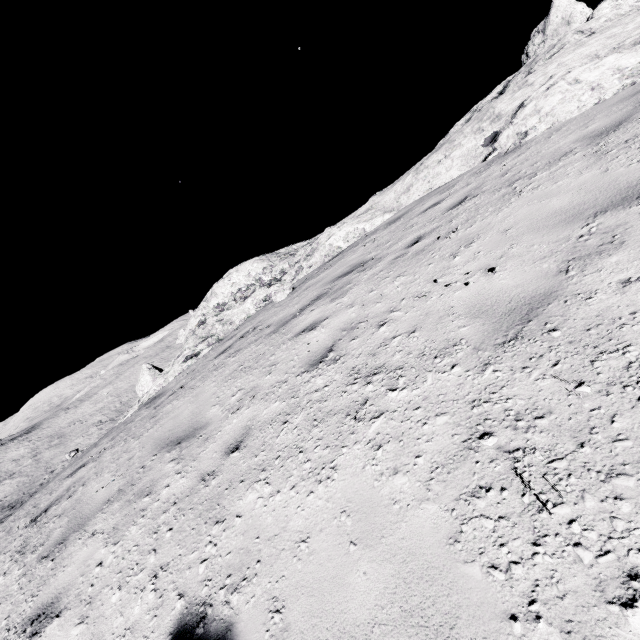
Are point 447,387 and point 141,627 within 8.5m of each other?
yes
